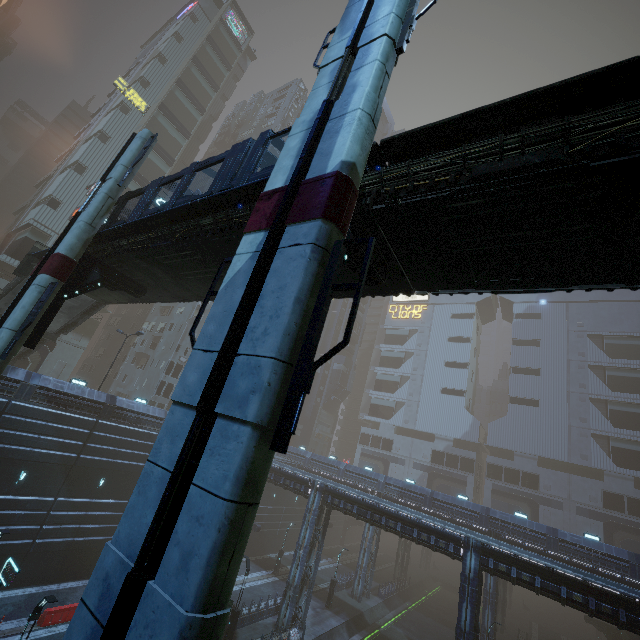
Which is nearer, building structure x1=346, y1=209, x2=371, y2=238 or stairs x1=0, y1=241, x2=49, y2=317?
building structure x1=346, y1=209, x2=371, y2=238

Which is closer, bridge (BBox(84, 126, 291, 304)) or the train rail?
bridge (BBox(84, 126, 291, 304))

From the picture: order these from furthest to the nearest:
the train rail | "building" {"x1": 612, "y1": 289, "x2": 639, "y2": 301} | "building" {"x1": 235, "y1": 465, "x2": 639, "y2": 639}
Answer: "building" {"x1": 612, "y1": 289, "x2": 639, "y2": 301} < the train rail < "building" {"x1": 235, "y1": 465, "x2": 639, "y2": 639}

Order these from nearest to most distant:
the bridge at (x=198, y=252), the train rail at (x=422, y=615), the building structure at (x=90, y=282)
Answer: the bridge at (x=198, y=252) < the building structure at (x=90, y=282) < the train rail at (x=422, y=615)

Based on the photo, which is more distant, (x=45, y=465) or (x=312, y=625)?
(x=312, y=625)

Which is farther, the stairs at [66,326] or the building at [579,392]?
the building at [579,392]

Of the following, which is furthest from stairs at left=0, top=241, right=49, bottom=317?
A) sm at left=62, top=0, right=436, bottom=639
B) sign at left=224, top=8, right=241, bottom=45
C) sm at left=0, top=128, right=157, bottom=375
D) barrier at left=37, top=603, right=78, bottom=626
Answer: sign at left=224, top=8, right=241, bottom=45

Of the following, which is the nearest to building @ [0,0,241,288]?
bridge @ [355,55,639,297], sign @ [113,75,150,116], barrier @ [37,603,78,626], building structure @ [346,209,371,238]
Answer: sign @ [113,75,150,116]
